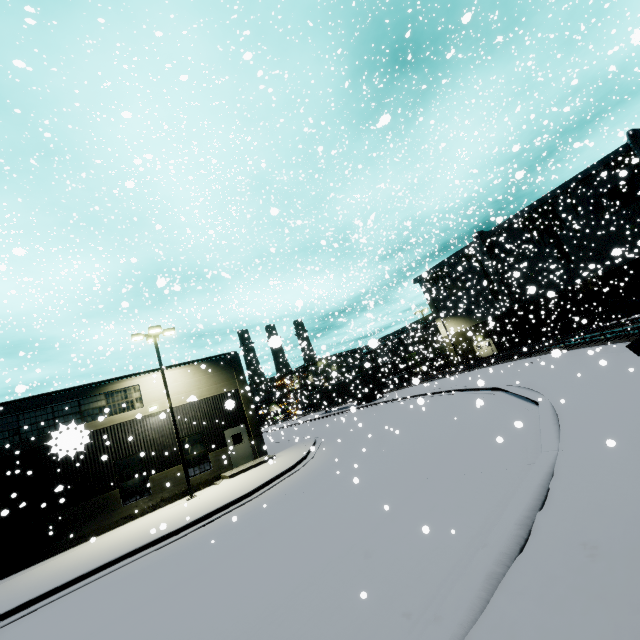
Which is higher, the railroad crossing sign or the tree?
the tree

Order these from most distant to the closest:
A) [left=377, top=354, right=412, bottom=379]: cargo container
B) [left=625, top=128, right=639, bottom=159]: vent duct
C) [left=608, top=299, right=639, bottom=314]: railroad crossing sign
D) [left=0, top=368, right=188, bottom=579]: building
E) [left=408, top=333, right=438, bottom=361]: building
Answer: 1. [left=377, top=354, right=412, bottom=379]: cargo container
2. [left=625, top=128, right=639, bottom=159]: vent duct
3. [left=408, top=333, right=438, bottom=361]: building
4. [left=0, top=368, right=188, bottom=579]: building
5. [left=608, top=299, right=639, bottom=314]: railroad crossing sign

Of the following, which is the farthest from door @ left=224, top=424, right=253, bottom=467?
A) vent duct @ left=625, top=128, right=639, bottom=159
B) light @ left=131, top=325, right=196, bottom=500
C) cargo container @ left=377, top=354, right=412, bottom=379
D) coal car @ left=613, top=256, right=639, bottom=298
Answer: cargo container @ left=377, top=354, right=412, bottom=379

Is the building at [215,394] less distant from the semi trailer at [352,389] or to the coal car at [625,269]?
the semi trailer at [352,389]

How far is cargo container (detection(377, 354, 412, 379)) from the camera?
46.0 meters

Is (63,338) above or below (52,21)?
below

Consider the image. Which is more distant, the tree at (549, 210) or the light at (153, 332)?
the tree at (549, 210)

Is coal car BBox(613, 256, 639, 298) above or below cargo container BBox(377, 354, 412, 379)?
above
